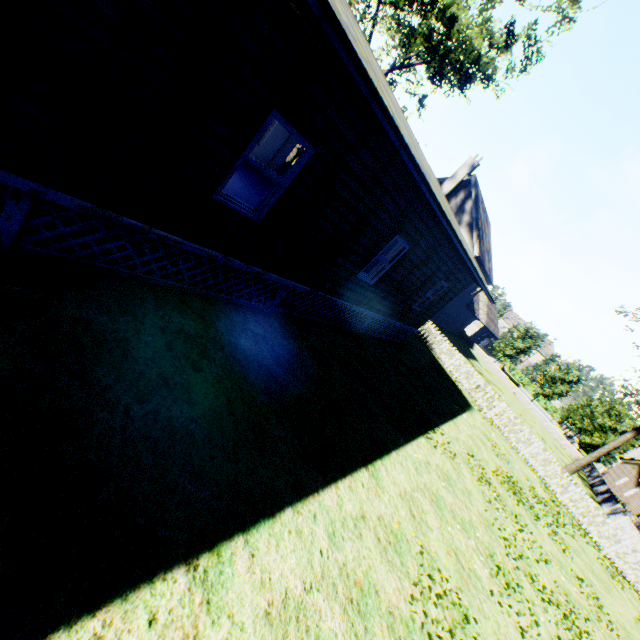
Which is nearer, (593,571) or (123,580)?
(123,580)

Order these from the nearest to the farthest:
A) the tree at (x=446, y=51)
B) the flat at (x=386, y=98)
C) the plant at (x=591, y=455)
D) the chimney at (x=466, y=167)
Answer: the flat at (x=386, y=98)
the tree at (x=446, y=51)
the plant at (x=591, y=455)
the chimney at (x=466, y=167)

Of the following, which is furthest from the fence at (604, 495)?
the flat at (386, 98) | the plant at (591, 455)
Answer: the flat at (386, 98)

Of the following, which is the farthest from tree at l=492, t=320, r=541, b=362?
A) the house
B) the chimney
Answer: the house

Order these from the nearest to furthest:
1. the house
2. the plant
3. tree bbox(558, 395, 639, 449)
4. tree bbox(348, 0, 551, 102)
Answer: the house → tree bbox(348, 0, 551, 102) → the plant → tree bbox(558, 395, 639, 449)

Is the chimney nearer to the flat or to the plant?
the flat

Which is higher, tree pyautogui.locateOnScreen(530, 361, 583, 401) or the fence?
tree pyautogui.locateOnScreen(530, 361, 583, 401)

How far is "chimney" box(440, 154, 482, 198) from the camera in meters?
26.8
